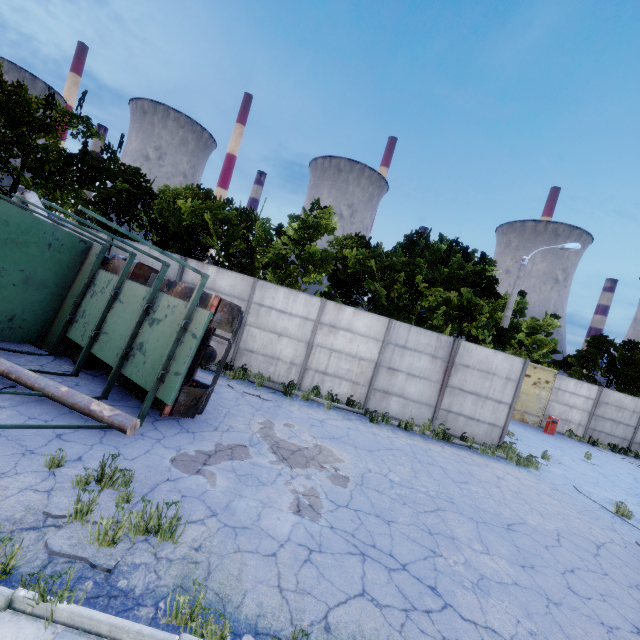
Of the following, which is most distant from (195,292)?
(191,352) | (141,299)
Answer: (141,299)

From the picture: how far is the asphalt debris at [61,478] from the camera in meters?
4.4

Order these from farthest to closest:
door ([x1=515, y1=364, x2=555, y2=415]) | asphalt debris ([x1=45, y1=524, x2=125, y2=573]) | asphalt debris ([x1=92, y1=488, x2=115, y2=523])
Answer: door ([x1=515, y1=364, x2=555, y2=415]) < asphalt debris ([x1=92, y1=488, x2=115, y2=523]) < asphalt debris ([x1=45, y1=524, x2=125, y2=573])

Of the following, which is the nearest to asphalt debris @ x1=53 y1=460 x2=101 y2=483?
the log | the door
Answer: the log

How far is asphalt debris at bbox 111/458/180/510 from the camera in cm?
462

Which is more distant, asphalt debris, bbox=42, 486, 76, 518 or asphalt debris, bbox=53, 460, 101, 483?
asphalt debris, bbox=53, 460, 101, 483

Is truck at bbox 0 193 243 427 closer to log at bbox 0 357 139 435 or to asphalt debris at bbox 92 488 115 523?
log at bbox 0 357 139 435

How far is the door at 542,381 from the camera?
21.1m
